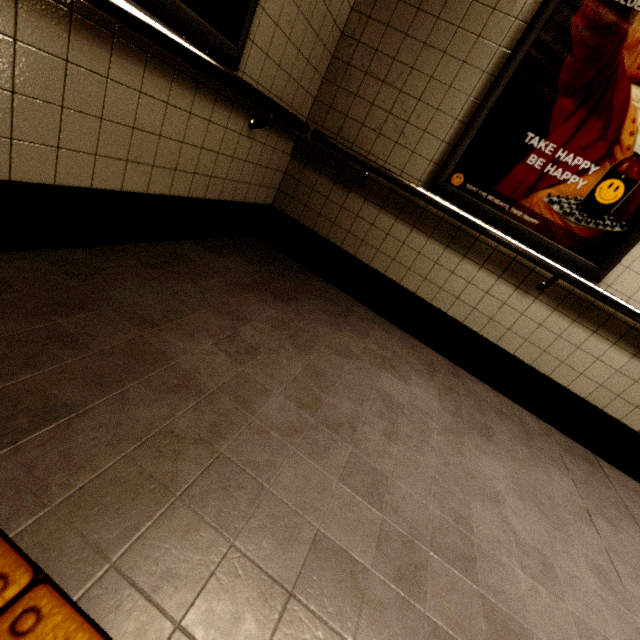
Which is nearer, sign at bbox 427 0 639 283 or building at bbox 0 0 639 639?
building at bbox 0 0 639 639

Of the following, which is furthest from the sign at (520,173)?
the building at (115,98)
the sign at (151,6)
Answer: the sign at (151,6)

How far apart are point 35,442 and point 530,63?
3.0 meters

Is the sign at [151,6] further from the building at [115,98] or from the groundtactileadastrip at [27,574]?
the groundtactileadastrip at [27,574]

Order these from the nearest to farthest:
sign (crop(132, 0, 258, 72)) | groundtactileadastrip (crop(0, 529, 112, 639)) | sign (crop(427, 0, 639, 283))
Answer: groundtactileadastrip (crop(0, 529, 112, 639)), sign (crop(132, 0, 258, 72)), sign (crop(427, 0, 639, 283))

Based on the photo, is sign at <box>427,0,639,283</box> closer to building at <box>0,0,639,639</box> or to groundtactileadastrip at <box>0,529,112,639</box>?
building at <box>0,0,639,639</box>

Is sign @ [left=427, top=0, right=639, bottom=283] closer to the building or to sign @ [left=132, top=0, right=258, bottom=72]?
the building
